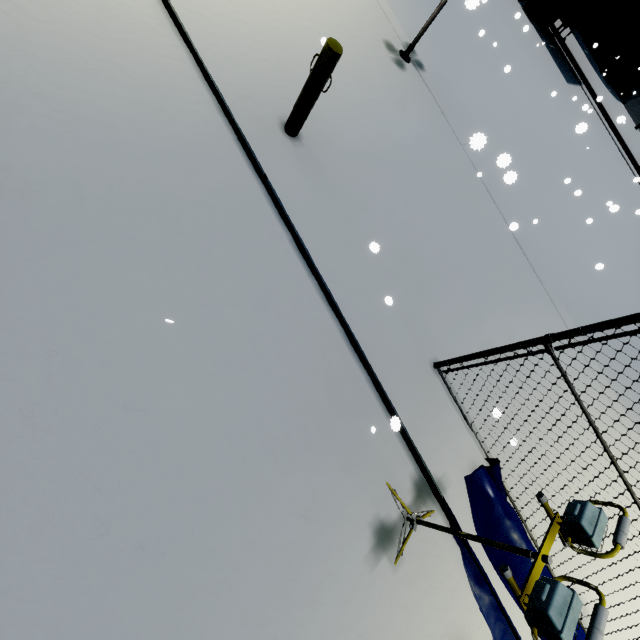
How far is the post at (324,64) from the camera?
3.4 meters

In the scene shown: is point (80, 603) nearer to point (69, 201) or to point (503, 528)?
point (69, 201)

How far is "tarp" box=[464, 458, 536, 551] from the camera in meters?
3.8 m

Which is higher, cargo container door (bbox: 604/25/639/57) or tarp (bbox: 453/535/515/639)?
cargo container door (bbox: 604/25/639/57)

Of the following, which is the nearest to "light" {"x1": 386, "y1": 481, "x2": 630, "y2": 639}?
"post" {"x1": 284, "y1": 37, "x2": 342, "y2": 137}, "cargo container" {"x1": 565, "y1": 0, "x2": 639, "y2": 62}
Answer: "post" {"x1": 284, "y1": 37, "x2": 342, "y2": 137}

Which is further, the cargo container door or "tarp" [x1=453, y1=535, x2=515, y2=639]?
the cargo container door

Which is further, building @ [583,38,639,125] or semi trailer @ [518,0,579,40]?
building @ [583,38,639,125]

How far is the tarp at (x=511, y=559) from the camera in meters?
3.8 m
